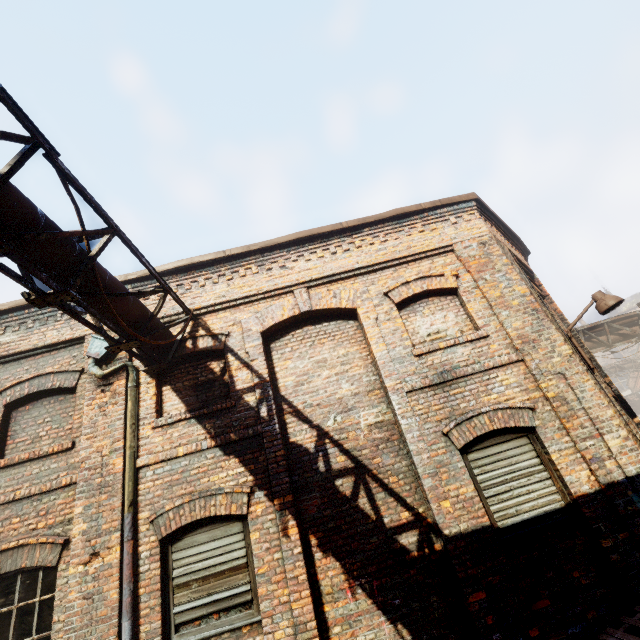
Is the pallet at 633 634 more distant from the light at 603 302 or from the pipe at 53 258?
the pipe at 53 258

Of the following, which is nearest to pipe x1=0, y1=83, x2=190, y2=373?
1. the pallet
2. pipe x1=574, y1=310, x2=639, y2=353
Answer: the pallet

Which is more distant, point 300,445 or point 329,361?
point 329,361

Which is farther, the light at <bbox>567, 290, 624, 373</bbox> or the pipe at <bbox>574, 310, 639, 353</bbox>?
the pipe at <bbox>574, 310, 639, 353</bbox>

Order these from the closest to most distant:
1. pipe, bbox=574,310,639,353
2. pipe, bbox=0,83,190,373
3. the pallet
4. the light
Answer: pipe, bbox=0,83,190,373 < the pallet < the light < pipe, bbox=574,310,639,353

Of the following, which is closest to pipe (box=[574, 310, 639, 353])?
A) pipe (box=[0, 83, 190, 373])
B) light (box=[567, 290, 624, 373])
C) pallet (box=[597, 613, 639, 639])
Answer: light (box=[567, 290, 624, 373])

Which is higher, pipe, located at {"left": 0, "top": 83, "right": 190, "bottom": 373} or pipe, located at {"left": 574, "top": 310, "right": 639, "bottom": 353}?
pipe, located at {"left": 0, "top": 83, "right": 190, "bottom": 373}

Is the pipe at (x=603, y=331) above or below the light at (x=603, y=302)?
above
